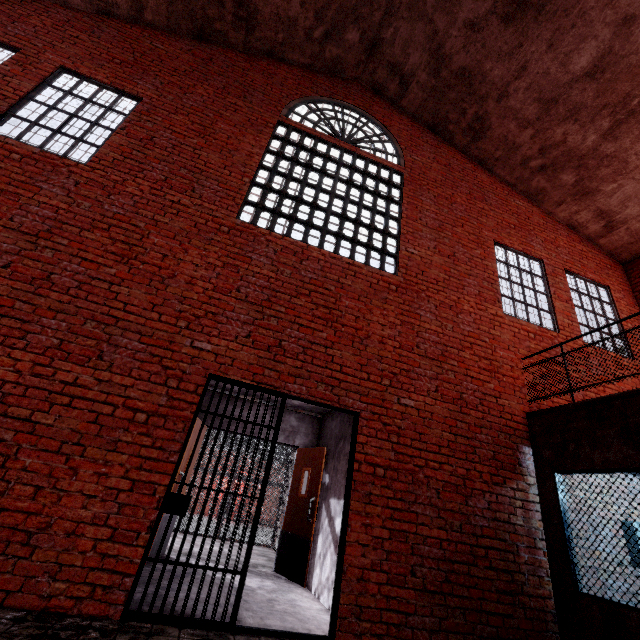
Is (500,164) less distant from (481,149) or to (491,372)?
(481,149)

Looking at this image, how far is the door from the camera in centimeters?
552cm

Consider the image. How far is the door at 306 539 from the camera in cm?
552

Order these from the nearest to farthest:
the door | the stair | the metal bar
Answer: the metal bar, the door, the stair

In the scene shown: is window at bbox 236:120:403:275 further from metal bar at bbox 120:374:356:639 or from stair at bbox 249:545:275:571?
stair at bbox 249:545:275:571

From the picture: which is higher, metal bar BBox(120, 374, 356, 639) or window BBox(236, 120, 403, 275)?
window BBox(236, 120, 403, 275)

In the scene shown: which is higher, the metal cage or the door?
the metal cage

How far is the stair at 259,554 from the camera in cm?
606
